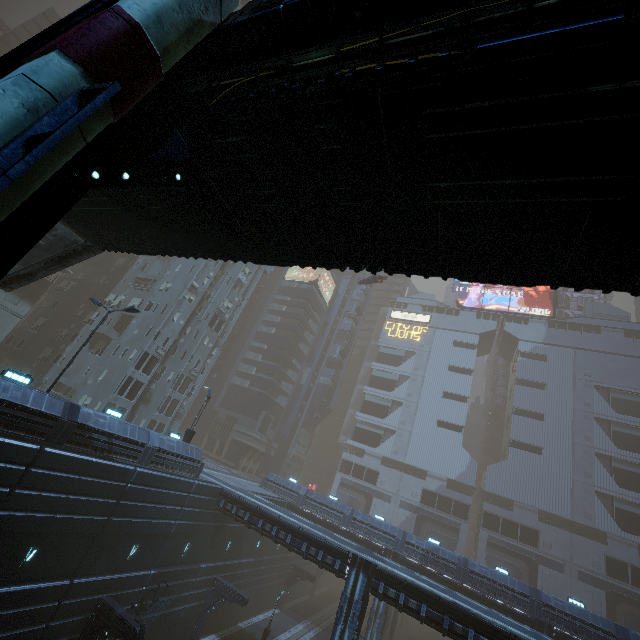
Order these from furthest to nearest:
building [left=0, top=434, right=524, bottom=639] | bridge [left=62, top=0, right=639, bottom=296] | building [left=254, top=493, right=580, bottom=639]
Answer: building [left=254, top=493, right=580, bottom=639]
building [left=0, top=434, right=524, bottom=639]
bridge [left=62, top=0, right=639, bottom=296]

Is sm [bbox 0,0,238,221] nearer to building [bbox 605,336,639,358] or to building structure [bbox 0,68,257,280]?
building structure [bbox 0,68,257,280]

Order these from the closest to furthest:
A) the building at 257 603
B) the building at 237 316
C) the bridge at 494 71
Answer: the bridge at 494 71 < the building at 257 603 < the building at 237 316

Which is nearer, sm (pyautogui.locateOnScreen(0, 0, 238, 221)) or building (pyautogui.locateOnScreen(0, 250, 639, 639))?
sm (pyautogui.locateOnScreen(0, 0, 238, 221))

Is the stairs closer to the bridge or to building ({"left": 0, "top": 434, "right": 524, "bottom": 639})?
the bridge

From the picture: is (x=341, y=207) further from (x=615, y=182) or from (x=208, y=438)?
(x=208, y=438)

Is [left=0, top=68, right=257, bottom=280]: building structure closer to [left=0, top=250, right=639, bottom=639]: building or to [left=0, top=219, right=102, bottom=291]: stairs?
[left=0, top=219, right=102, bottom=291]: stairs

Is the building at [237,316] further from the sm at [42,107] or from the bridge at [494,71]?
the bridge at [494,71]
